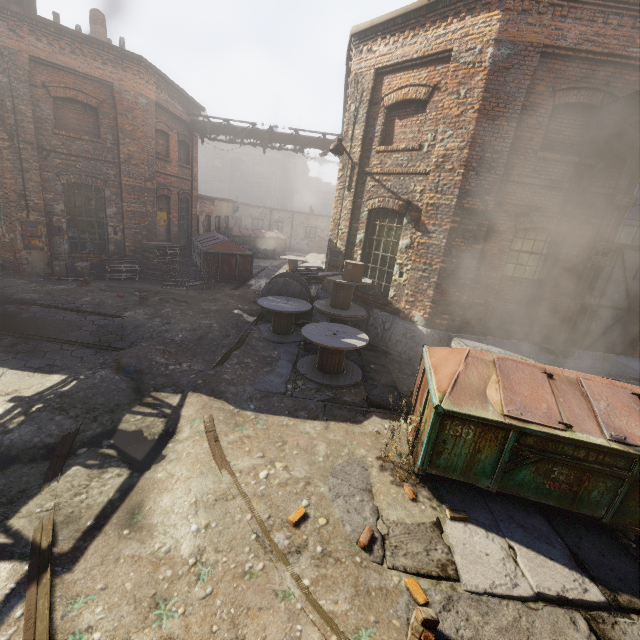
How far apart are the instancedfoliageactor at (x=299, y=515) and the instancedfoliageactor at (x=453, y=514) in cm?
189

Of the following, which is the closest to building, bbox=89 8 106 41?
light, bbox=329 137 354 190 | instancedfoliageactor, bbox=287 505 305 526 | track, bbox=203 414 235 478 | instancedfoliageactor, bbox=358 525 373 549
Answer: light, bbox=329 137 354 190

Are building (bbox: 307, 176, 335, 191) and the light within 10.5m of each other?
no

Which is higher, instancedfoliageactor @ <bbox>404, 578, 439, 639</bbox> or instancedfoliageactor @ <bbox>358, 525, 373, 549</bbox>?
instancedfoliageactor @ <bbox>404, 578, 439, 639</bbox>

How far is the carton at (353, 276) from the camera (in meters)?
8.35

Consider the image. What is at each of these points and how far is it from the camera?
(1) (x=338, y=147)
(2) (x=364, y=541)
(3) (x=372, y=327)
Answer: (1) light, 8.8m
(2) instancedfoliageactor, 3.6m
(3) building, 9.6m

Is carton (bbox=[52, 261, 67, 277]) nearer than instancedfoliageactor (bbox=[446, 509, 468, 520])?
No

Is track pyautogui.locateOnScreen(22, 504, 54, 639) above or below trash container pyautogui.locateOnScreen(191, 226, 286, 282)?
below
